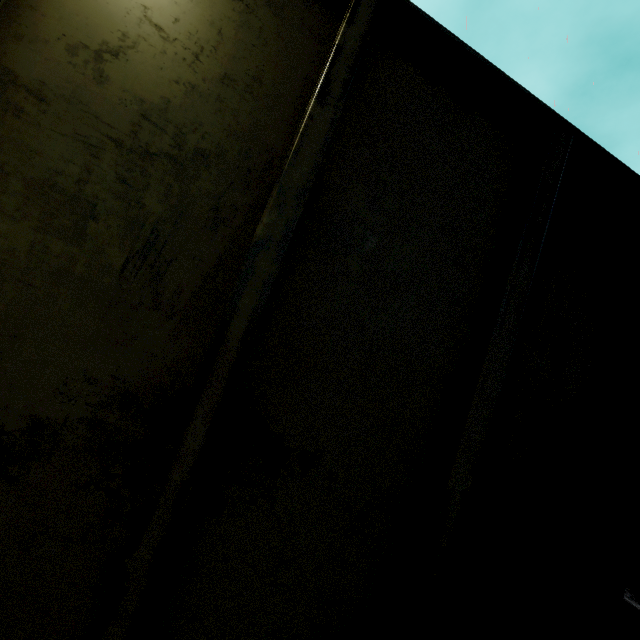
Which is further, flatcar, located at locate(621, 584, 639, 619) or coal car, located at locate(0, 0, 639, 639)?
flatcar, located at locate(621, 584, 639, 619)

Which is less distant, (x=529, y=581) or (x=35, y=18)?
(x=35, y=18)

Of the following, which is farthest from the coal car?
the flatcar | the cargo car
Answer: the flatcar

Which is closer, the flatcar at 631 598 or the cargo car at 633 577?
the flatcar at 631 598

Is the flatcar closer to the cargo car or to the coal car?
the cargo car

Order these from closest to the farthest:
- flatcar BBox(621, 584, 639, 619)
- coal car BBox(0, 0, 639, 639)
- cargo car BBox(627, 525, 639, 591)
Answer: coal car BBox(0, 0, 639, 639), flatcar BBox(621, 584, 639, 619), cargo car BBox(627, 525, 639, 591)

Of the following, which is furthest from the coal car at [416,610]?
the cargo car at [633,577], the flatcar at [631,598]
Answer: the flatcar at [631,598]
